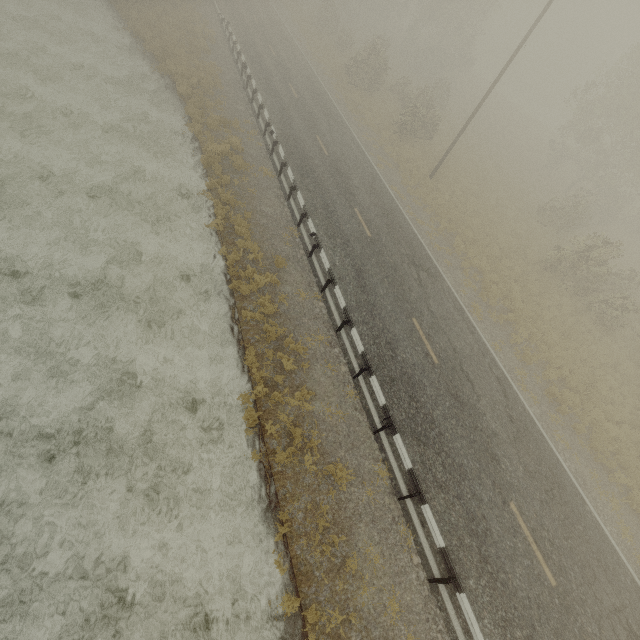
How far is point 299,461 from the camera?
9.41m
